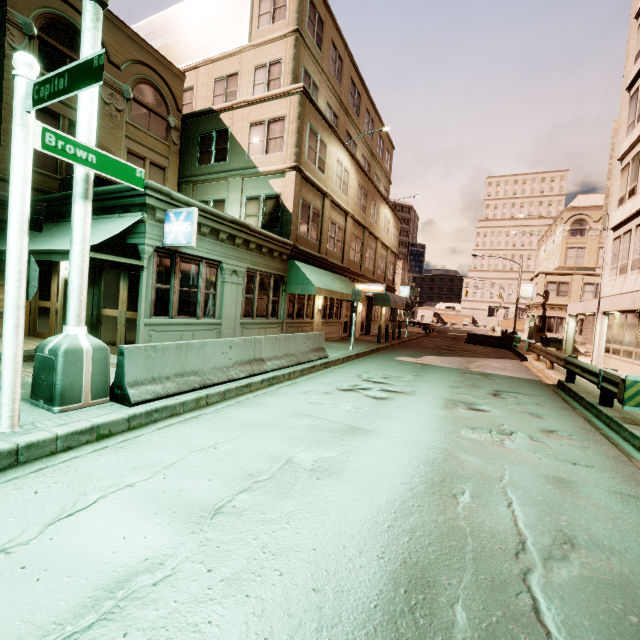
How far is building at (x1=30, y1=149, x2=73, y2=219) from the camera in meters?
9.8

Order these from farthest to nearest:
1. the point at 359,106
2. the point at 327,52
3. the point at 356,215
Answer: the point at 359,106, the point at 356,215, the point at 327,52

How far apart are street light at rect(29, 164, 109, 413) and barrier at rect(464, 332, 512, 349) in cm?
2731

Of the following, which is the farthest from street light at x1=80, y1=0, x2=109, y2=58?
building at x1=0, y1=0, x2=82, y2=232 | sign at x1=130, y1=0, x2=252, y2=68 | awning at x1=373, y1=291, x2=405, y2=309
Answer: awning at x1=373, y1=291, x2=405, y2=309

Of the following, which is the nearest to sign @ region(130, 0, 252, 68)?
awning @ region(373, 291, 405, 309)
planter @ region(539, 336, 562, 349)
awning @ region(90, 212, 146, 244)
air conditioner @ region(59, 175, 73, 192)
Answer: air conditioner @ region(59, 175, 73, 192)

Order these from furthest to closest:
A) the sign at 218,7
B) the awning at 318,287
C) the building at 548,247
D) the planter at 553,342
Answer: the planter at 553,342, the sign at 218,7, the building at 548,247, the awning at 318,287

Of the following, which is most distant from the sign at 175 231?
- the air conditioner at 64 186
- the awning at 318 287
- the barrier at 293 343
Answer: the awning at 318 287

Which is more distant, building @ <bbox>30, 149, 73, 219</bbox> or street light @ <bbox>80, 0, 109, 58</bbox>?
building @ <bbox>30, 149, 73, 219</bbox>
